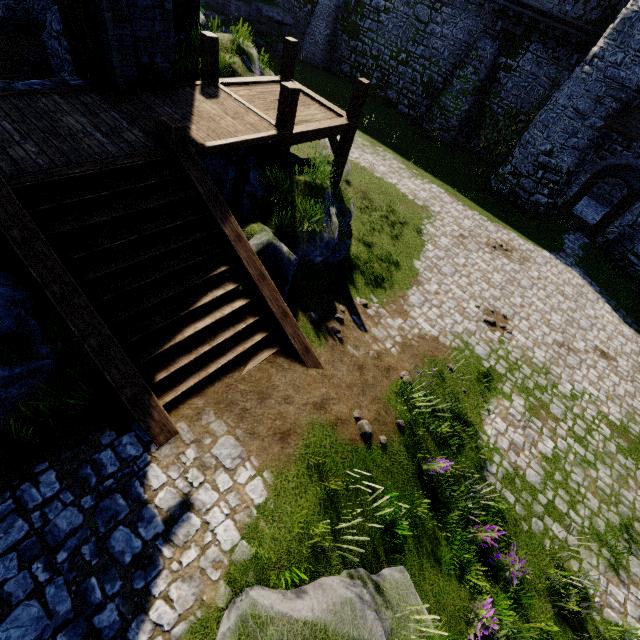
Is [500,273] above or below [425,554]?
below

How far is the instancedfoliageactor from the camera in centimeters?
654cm

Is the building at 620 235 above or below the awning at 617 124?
below

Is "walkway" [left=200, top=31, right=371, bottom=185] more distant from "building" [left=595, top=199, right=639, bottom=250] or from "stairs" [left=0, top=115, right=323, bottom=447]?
"building" [left=595, top=199, right=639, bottom=250]

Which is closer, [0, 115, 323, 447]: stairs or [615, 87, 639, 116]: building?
[0, 115, 323, 447]: stairs

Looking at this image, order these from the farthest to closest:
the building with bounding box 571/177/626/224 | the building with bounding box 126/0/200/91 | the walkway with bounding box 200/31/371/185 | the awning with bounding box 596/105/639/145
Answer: the building with bounding box 571/177/626/224 < the awning with bounding box 596/105/639/145 < the walkway with bounding box 200/31/371/185 < the building with bounding box 126/0/200/91

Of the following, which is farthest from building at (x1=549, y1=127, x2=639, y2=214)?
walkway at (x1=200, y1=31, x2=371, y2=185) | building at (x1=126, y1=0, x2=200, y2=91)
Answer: building at (x1=126, y1=0, x2=200, y2=91)

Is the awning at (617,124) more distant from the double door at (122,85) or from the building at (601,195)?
the double door at (122,85)
